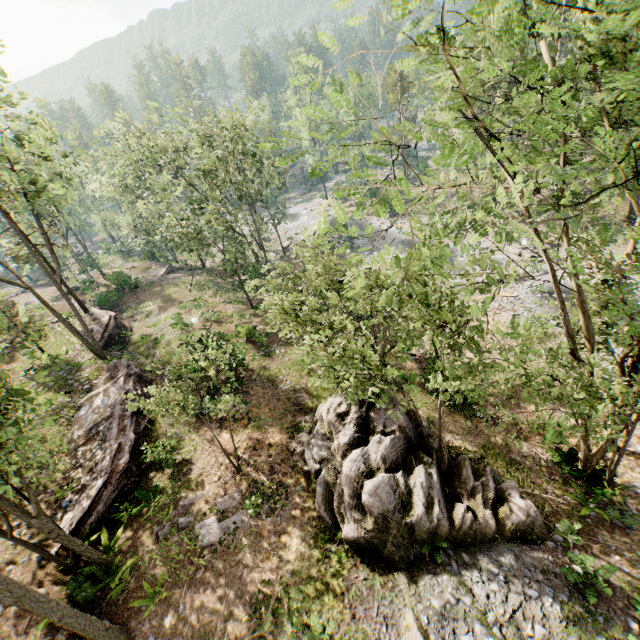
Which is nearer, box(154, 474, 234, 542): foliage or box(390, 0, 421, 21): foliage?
box(390, 0, 421, 21): foliage

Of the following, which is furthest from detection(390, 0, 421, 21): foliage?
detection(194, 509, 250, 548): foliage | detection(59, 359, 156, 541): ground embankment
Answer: detection(194, 509, 250, 548): foliage

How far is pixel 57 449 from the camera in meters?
16.6

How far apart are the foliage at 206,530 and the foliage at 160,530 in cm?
14

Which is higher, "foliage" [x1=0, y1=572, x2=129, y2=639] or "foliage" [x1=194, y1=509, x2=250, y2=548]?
"foliage" [x1=0, y1=572, x2=129, y2=639]

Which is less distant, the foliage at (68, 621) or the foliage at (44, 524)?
the foliage at (68, 621)

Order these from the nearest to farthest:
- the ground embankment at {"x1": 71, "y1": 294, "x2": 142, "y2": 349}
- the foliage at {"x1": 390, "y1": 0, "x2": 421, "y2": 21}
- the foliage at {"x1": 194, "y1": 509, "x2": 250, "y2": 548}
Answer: the foliage at {"x1": 390, "y1": 0, "x2": 421, "y2": 21} < the foliage at {"x1": 194, "y1": 509, "x2": 250, "y2": 548} < the ground embankment at {"x1": 71, "y1": 294, "x2": 142, "y2": 349}

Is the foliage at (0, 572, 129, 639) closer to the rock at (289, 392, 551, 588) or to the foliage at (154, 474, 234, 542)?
the rock at (289, 392, 551, 588)
